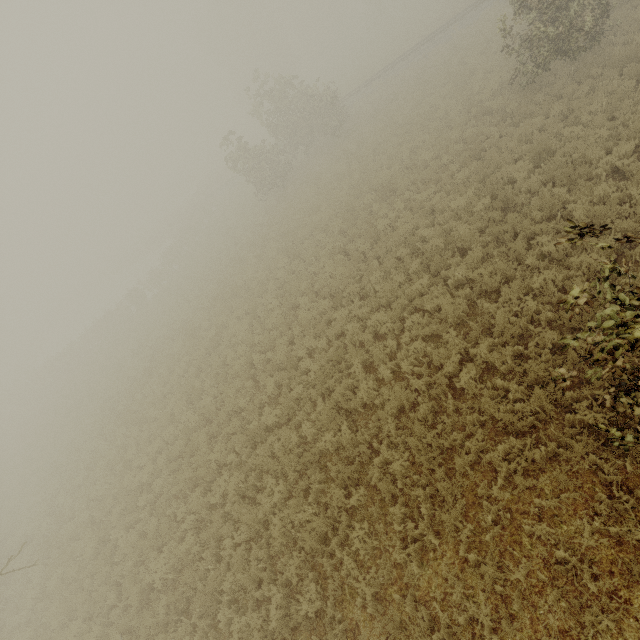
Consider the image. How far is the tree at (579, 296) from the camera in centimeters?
322cm

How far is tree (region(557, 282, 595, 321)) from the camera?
3.22m

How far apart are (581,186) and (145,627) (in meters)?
16.41
